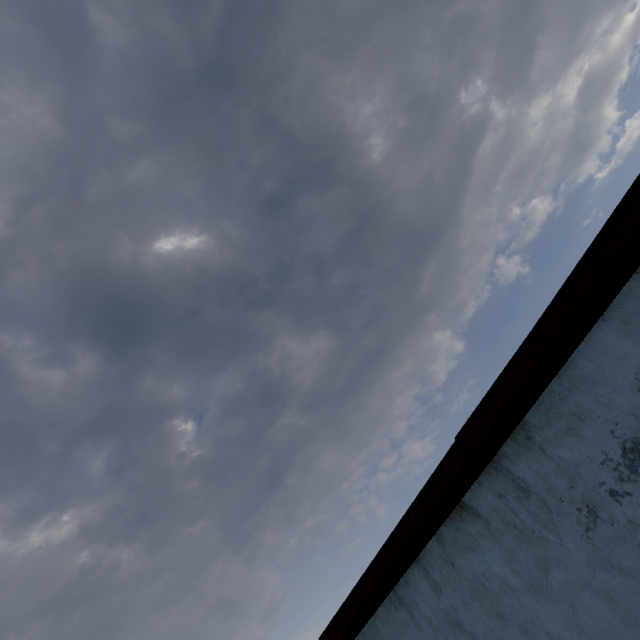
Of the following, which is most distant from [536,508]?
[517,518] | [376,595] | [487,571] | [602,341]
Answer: [376,595]
